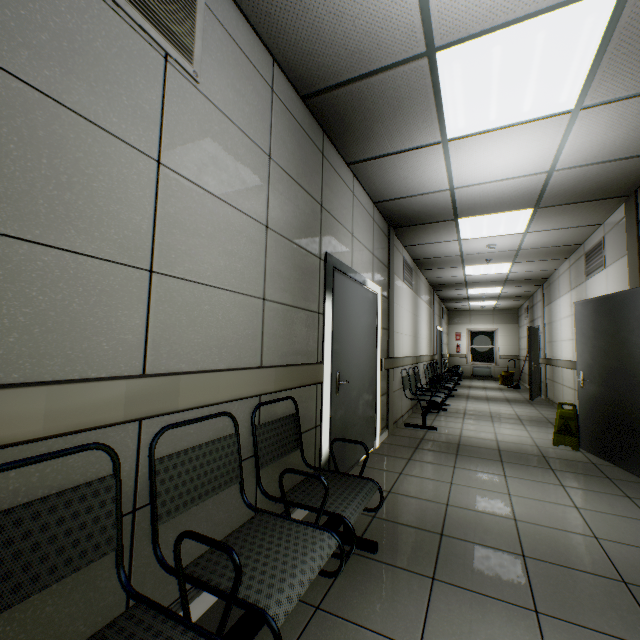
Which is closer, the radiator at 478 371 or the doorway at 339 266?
the doorway at 339 266

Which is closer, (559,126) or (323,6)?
(323,6)

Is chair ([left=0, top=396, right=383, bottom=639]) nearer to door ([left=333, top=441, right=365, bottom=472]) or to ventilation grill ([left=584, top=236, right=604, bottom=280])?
door ([left=333, top=441, right=365, bottom=472])

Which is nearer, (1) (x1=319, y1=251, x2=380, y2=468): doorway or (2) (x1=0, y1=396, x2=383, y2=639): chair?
(2) (x1=0, y1=396, x2=383, y2=639): chair

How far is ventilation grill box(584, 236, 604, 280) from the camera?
4.87m

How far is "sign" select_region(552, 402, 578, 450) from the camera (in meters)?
4.42

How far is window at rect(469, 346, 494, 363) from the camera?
A: 15.1 meters

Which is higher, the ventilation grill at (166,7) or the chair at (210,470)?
the ventilation grill at (166,7)
